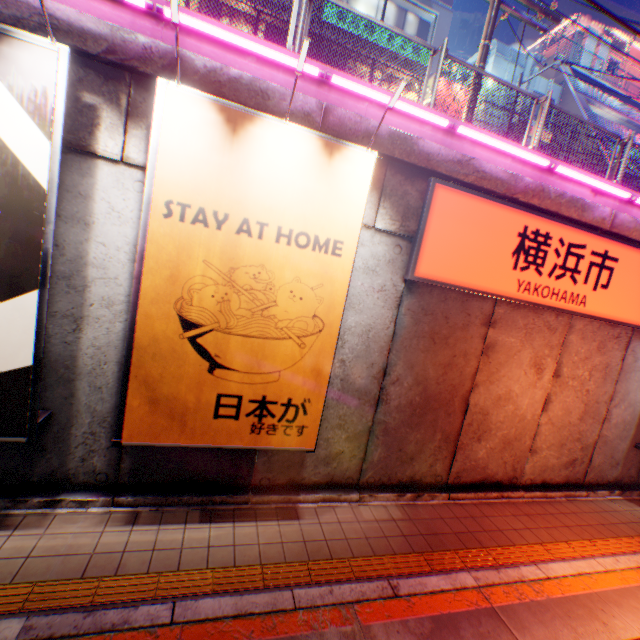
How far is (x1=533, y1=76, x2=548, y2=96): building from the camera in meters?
19.7

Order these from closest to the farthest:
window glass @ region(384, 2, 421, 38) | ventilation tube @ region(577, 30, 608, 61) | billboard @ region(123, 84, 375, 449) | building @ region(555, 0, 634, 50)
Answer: billboard @ region(123, 84, 375, 449) → window glass @ region(384, 2, 421, 38) → ventilation tube @ region(577, 30, 608, 61) → building @ region(555, 0, 634, 50)

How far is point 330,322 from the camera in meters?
4.6 m

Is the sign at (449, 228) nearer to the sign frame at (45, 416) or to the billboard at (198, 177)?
the billboard at (198, 177)

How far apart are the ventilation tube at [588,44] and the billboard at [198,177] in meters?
33.1 m

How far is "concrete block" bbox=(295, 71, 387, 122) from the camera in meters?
4.8

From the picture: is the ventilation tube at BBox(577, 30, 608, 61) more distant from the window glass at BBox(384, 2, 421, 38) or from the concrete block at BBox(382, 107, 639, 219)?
the concrete block at BBox(382, 107, 639, 219)

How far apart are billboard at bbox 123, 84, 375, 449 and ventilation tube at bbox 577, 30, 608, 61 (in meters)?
33.11
